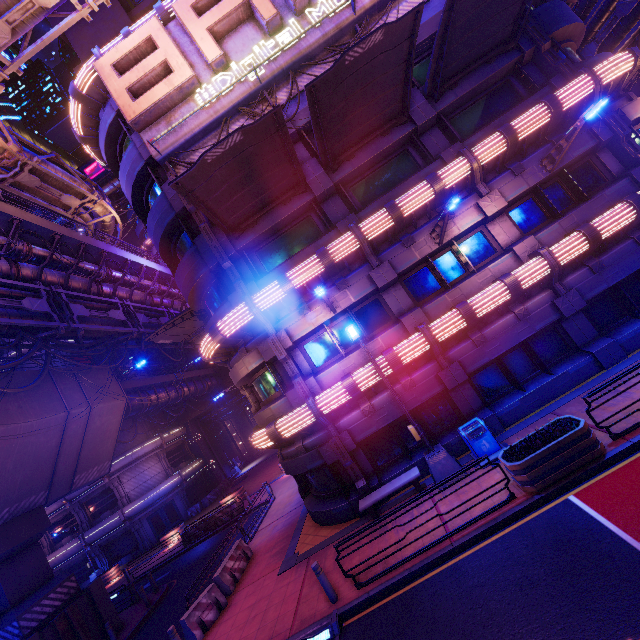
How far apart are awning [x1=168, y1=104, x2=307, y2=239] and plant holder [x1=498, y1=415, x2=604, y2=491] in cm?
1150

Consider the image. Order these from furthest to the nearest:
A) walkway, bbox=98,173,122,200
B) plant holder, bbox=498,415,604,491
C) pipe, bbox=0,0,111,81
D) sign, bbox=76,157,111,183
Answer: walkway, bbox=98,173,122,200, sign, bbox=76,157,111,183, pipe, bbox=0,0,111,81, plant holder, bbox=498,415,604,491

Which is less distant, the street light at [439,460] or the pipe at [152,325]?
the street light at [439,460]

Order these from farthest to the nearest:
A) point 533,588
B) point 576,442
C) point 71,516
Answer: point 71,516, point 576,442, point 533,588

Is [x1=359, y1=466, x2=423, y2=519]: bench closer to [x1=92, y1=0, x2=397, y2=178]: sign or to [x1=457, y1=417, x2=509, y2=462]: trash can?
[x1=457, y1=417, x2=509, y2=462]: trash can

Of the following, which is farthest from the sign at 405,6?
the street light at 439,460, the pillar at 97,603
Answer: the pillar at 97,603

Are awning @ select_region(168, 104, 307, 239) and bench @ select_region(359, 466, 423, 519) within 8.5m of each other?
no

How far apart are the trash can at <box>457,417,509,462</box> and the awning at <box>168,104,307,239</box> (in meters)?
10.90
